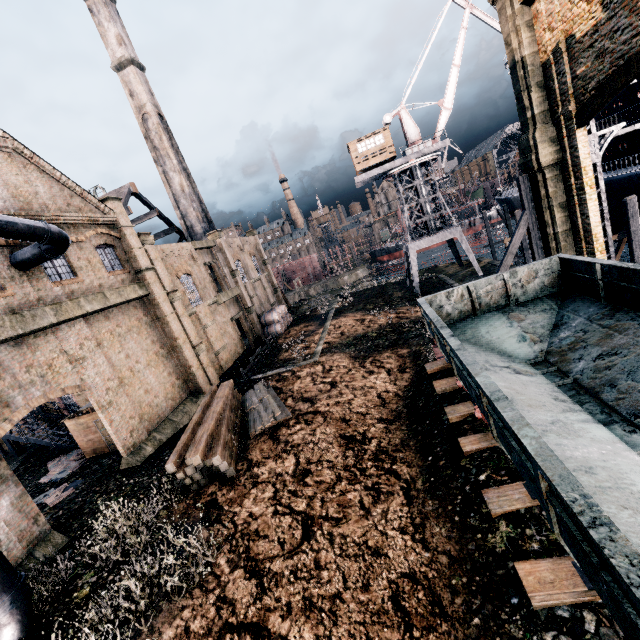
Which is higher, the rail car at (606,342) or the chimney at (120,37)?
the chimney at (120,37)

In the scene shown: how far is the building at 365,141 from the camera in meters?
34.9

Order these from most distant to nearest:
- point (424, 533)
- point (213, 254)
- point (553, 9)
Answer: point (213, 254) → point (553, 9) → point (424, 533)

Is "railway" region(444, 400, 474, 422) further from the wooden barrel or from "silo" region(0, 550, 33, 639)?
the wooden barrel

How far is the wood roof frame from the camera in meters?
36.5 m

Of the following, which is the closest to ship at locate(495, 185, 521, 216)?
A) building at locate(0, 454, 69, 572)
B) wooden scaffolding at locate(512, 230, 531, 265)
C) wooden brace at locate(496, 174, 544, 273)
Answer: wooden scaffolding at locate(512, 230, 531, 265)

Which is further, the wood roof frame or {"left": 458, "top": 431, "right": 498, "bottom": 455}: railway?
the wood roof frame

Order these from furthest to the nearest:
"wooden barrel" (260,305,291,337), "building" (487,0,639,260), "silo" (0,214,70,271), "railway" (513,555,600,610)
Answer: "wooden barrel" (260,305,291,337)
"building" (487,0,639,260)
"silo" (0,214,70,271)
"railway" (513,555,600,610)
